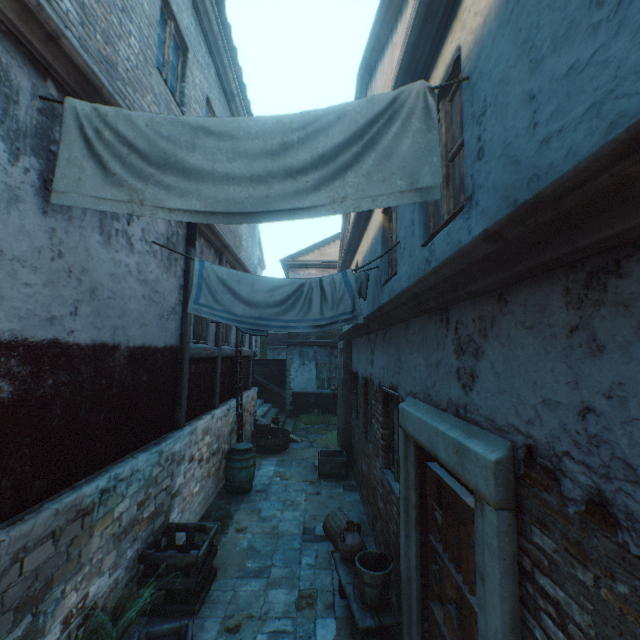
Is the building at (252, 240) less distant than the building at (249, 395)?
Yes

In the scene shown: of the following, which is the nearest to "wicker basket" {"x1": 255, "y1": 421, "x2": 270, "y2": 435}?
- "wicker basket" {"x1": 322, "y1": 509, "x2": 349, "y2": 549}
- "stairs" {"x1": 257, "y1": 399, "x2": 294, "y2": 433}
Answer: "stairs" {"x1": 257, "y1": 399, "x2": 294, "y2": 433}

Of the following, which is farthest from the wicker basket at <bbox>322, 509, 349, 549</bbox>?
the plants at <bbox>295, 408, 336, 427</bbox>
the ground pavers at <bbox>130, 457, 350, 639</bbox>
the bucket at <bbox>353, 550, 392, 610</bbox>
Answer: the plants at <bbox>295, 408, 336, 427</bbox>

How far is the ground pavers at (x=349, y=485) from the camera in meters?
5.8 m

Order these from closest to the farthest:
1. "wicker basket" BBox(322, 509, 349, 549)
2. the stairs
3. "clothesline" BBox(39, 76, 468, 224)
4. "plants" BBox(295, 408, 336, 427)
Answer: "clothesline" BBox(39, 76, 468, 224) → "wicker basket" BBox(322, 509, 349, 549) → the stairs → "plants" BBox(295, 408, 336, 427)

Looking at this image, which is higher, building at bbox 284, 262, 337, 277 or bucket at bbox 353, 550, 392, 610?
building at bbox 284, 262, 337, 277

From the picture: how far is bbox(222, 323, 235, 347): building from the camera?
8.7m

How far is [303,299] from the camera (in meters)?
4.35
